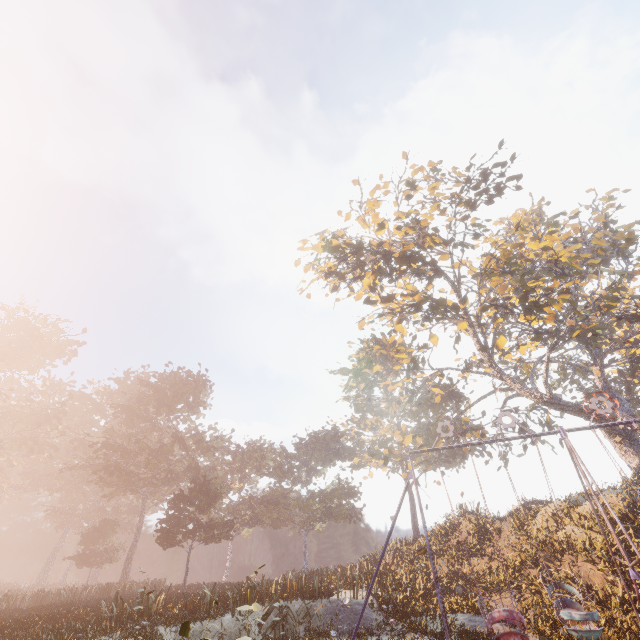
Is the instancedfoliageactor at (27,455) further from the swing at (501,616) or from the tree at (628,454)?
the tree at (628,454)

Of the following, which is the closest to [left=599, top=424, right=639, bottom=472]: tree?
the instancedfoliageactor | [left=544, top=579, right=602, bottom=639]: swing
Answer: [left=544, top=579, right=602, bottom=639]: swing

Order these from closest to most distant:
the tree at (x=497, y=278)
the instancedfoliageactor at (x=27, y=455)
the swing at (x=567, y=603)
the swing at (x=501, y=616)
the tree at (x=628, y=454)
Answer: the swing at (x=501, y=616)
the swing at (x=567, y=603)
the instancedfoliageactor at (x=27, y=455)
the tree at (x=497, y=278)
the tree at (x=628, y=454)

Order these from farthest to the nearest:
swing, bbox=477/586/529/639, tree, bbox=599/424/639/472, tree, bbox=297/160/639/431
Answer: tree, bbox=599/424/639/472 → tree, bbox=297/160/639/431 → swing, bbox=477/586/529/639

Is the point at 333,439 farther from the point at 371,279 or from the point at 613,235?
the point at 613,235

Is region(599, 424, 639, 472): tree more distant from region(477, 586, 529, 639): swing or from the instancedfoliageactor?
the instancedfoliageactor
